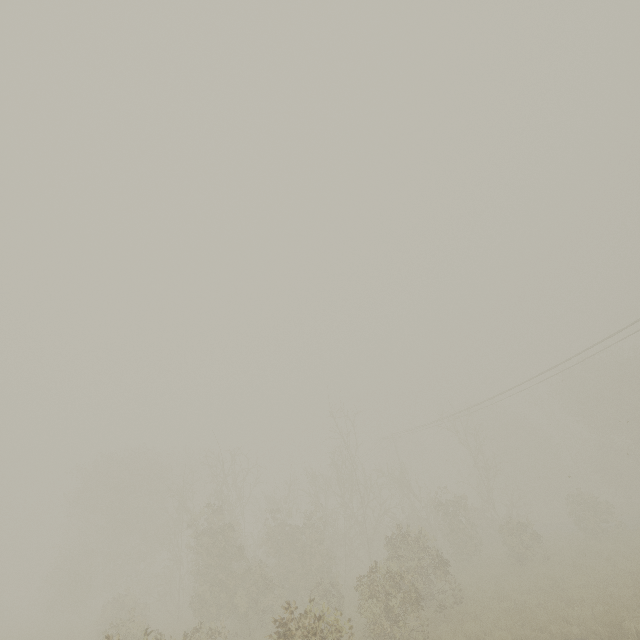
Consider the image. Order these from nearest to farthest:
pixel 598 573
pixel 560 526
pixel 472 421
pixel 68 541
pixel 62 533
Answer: pixel 598 573 < pixel 560 526 < pixel 68 541 < pixel 62 533 < pixel 472 421
